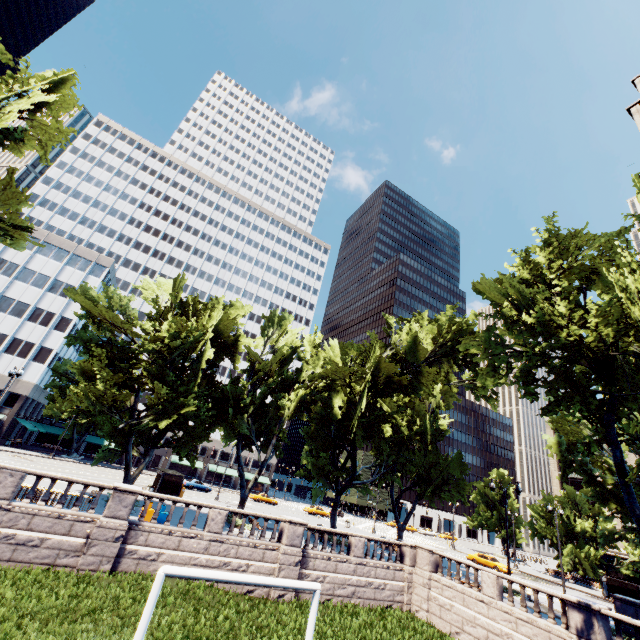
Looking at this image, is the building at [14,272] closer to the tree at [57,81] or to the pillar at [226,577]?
the tree at [57,81]

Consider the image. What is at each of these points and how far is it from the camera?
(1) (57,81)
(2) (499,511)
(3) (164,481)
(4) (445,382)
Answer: (1) tree, 22.59m
(2) tree, 59.34m
(3) bus stop, 33.34m
(4) tree, 40.78m

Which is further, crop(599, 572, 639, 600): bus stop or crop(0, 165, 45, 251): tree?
crop(599, 572, 639, 600): bus stop

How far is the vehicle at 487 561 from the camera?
38.2m

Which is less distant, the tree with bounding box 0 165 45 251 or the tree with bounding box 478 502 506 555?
the tree with bounding box 0 165 45 251

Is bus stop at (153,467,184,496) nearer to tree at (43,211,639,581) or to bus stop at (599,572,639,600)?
tree at (43,211,639,581)

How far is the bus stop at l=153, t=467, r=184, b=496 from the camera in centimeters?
3291cm

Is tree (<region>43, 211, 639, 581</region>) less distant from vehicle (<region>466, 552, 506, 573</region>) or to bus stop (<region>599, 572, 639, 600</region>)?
bus stop (<region>599, 572, 639, 600</region>)
